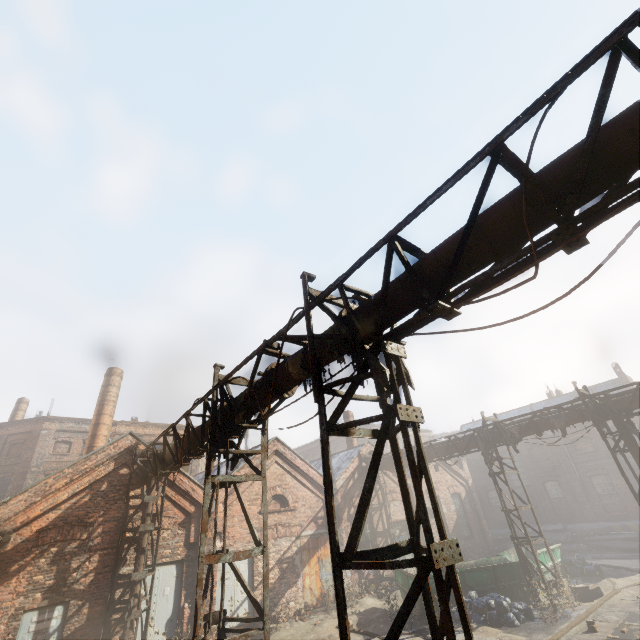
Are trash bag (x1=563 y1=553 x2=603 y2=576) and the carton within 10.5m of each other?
yes

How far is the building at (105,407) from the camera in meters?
17.8

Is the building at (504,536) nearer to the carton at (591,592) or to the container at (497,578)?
the container at (497,578)

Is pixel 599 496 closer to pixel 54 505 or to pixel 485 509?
pixel 485 509

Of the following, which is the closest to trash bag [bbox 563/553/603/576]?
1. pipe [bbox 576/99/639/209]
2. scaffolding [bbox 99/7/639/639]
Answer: pipe [bbox 576/99/639/209]

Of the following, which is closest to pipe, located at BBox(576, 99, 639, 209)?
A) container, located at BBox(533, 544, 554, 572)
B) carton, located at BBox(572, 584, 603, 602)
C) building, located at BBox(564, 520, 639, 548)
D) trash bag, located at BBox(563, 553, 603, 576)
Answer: container, located at BBox(533, 544, 554, 572)

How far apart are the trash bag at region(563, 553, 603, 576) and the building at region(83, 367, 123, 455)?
23.9m

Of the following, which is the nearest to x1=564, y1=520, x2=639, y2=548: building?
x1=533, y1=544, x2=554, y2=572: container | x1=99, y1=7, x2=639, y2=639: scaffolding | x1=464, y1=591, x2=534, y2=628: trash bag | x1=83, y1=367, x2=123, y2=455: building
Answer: x1=533, y1=544, x2=554, y2=572: container
